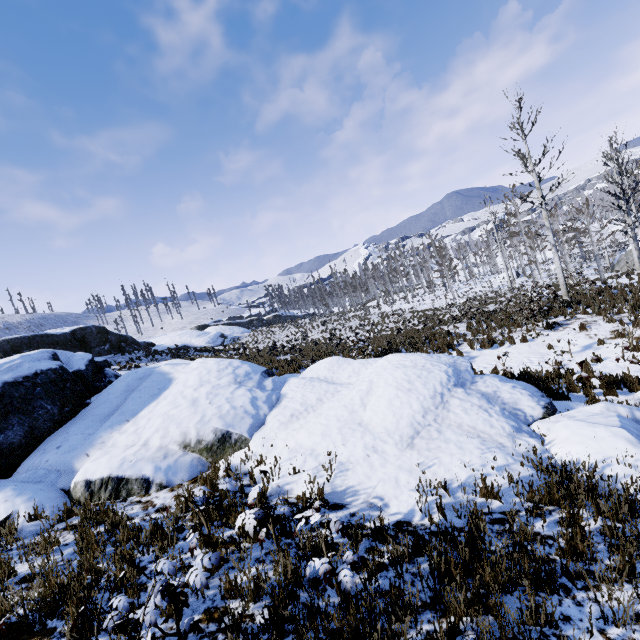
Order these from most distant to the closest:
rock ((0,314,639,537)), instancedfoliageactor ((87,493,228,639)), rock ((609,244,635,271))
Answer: rock ((609,244,635,271)), rock ((0,314,639,537)), instancedfoliageactor ((87,493,228,639))

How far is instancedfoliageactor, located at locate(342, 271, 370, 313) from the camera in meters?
45.6

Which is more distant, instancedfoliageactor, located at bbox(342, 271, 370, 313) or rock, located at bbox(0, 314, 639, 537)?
instancedfoliageactor, located at bbox(342, 271, 370, 313)

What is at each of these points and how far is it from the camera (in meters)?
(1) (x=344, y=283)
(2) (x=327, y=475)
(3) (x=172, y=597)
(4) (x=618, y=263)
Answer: (1) instancedfoliageactor, 58.44
(2) rock, 5.40
(3) instancedfoliageactor, 2.83
(4) rock, 34.53

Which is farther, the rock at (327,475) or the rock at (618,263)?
the rock at (618,263)

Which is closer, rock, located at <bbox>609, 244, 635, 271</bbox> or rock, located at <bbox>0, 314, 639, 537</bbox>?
rock, located at <bbox>0, 314, 639, 537</bbox>

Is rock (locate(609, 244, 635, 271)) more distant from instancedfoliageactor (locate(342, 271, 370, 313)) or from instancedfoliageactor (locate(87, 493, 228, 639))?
instancedfoliageactor (locate(87, 493, 228, 639))

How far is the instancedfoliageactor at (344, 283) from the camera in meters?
45.6 m
